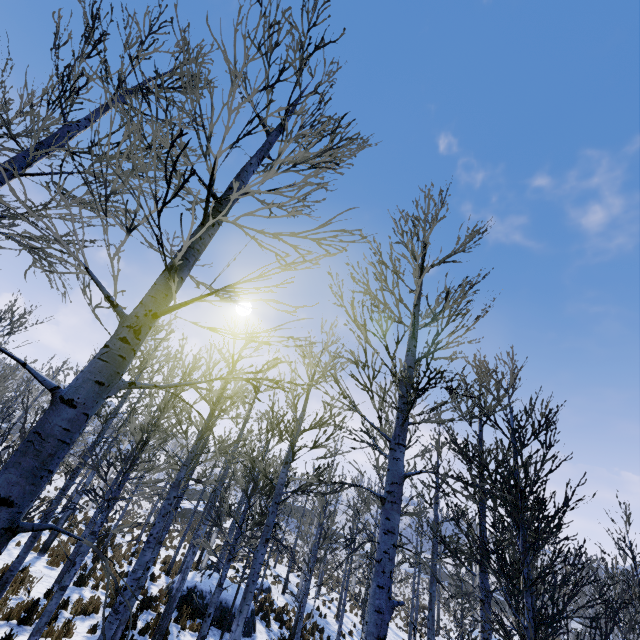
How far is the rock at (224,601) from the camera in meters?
13.2 m

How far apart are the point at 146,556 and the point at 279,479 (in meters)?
3.17

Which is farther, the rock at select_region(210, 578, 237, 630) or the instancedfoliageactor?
the rock at select_region(210, 578, 237, 630)

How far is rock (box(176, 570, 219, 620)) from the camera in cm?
1354
